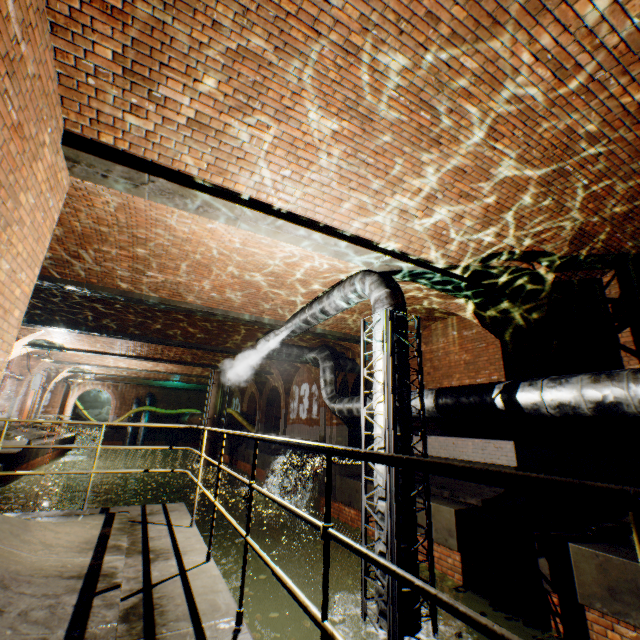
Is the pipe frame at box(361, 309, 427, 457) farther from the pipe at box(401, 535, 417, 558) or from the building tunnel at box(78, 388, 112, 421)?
the building tunnel at box(78, 388, 112, 421)

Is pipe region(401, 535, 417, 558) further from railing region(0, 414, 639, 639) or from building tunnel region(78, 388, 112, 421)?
building tunnel region(78, 388, 112, 421)

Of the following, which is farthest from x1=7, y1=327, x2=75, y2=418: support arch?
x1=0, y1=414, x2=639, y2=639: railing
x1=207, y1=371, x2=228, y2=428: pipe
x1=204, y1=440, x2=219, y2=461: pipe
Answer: x1=204, y1=440, x2=219, y2=461: pipe

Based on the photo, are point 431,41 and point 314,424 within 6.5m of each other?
no

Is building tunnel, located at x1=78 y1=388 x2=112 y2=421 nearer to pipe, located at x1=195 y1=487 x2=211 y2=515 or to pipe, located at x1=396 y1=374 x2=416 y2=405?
pipe, located at x1=195 y1=487 x2=211 y2=515

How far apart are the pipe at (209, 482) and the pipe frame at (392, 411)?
16.61m

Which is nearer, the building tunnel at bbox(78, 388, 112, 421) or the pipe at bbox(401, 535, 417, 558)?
the pipe at bbox(401, 535, 417, 558)

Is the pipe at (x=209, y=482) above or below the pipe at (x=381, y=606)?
below
